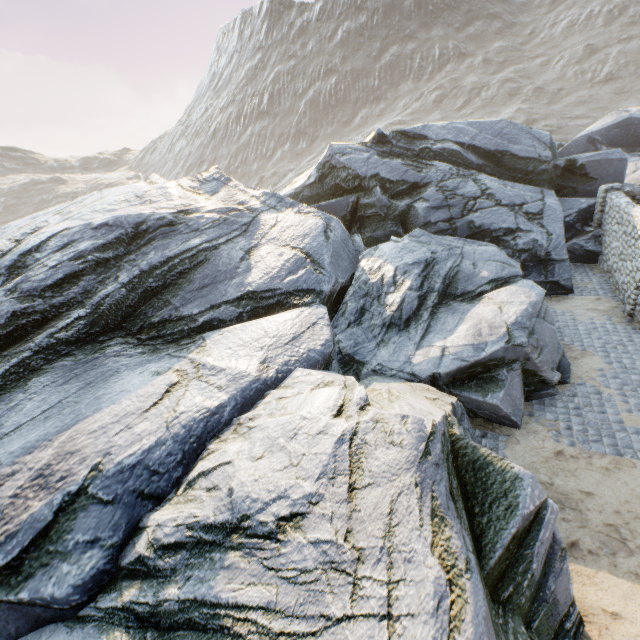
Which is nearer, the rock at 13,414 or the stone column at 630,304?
the rock at 13,414

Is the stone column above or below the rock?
below

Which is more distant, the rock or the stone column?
the stone column

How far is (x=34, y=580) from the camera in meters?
4.2

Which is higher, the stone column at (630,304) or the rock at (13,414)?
the rock at (13,414)
